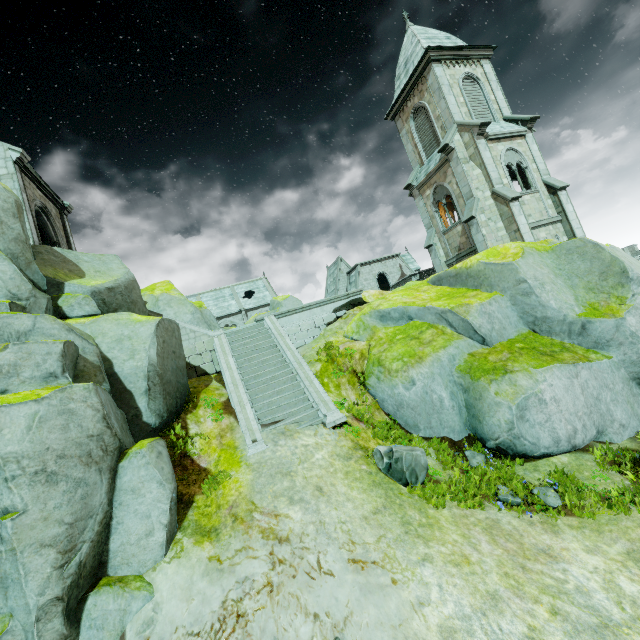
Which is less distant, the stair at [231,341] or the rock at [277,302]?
the stair at [231,341]

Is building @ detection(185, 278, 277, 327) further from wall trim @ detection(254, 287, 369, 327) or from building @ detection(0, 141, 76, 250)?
building @ detection(0, 141, 76, 250)

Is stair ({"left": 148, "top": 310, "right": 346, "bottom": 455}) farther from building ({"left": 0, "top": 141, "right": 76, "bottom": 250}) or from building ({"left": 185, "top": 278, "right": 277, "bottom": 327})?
building ({"left": 185, "top": 278, "right": 277, "bottom": 327})

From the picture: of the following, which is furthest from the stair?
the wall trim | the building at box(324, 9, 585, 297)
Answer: the building at box(324, 9, 585, 297)

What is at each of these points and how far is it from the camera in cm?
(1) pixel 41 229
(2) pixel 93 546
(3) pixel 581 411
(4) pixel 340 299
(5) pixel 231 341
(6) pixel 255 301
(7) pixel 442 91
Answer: (1) building, 1572
(2) rock, 604
(3) rock, 999
(4) wall trim, 1747
(5) stair, 1473
(6) building, 5356
(7) building, 2041

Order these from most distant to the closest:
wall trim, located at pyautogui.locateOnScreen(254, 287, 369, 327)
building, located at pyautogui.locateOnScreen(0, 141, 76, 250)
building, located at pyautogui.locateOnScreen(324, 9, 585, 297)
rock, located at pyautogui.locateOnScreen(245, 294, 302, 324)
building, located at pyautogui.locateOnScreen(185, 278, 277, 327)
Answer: building, located at pyautogui.locateOnScreen(185, 278, 277, 327), rock, located at pyautogui.locateOnScreen(245, 294, 302, 324), building, located at pyautogui.locateOnScreen(324, 9, 585, 297), wall trim, located at pyautogui.locateOnScreen(254, 287, 369, 327), building, located at pyautogui.locateOnScreen(0, 141, 76, 250)

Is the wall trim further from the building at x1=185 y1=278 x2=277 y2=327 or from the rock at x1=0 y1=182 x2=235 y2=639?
the building at x1=185 y1=278 x2=277 y2=327

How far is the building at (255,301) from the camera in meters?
51.0 m
